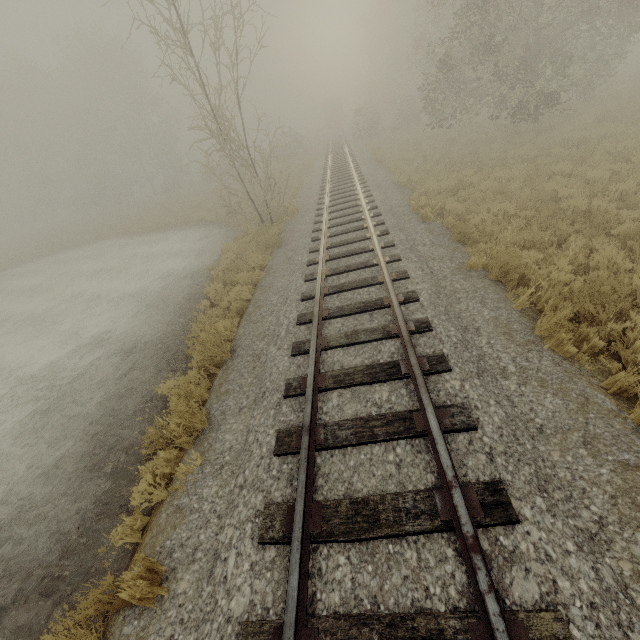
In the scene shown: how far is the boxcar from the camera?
54.7m

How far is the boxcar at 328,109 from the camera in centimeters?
5466cm

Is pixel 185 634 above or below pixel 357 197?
below

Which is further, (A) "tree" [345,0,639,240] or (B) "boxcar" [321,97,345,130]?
(B) "boxcar" [321,97,345,130]

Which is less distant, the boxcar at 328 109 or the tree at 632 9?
the tree at 632 9
